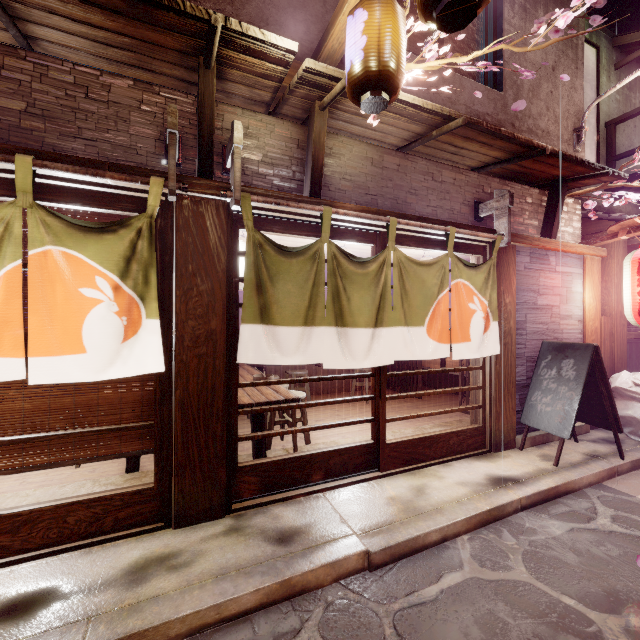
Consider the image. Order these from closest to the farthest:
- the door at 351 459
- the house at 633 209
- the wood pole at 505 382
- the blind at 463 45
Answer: the door at 351 459, the wood pole at 505 382, the blind at 463 45, the house at 633 209

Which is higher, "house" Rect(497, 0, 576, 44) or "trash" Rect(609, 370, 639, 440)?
"house" Rect(497, 0, 576, 44)

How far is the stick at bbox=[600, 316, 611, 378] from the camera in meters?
9.9 m

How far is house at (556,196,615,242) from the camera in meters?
9.7 m

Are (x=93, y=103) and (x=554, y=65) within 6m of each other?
no

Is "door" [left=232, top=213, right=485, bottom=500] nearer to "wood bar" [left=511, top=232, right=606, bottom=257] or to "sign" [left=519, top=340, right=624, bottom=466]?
"wood bar" [left=511, top=232, right=606, bottom=257]

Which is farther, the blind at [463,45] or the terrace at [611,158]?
the terrace at [611,158]

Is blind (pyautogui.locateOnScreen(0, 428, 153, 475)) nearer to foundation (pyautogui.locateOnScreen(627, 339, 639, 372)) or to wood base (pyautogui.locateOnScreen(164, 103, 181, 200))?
wood base (pyautogui.locateOnScreen(164, 103, 181, 200))
